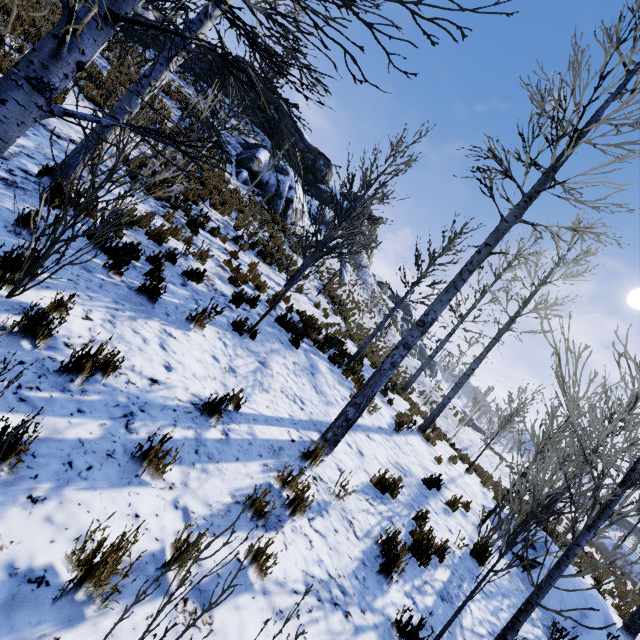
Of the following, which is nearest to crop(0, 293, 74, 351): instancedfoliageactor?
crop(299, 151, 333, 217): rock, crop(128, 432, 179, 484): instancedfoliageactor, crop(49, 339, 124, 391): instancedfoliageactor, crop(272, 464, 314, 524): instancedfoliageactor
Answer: crop(49, 339, 124, 391): instancedfoliageactor

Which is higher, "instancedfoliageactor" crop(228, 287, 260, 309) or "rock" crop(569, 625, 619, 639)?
"instancedfoliageactor" crop(228, 287, 260, 309)

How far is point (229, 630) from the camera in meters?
2.1

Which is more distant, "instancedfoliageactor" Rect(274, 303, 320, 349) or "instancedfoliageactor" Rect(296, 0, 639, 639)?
"instancedfoliageactor" Rect(274, 303, 320, 349)

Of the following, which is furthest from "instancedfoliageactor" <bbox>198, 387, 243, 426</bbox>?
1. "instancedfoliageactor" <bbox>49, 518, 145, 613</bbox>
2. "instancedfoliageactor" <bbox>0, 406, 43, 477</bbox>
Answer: "instancedfoliageactor" <bbox>0, 406, 43, 477</bbox>

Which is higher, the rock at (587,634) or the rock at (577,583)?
the rock at (577,583)

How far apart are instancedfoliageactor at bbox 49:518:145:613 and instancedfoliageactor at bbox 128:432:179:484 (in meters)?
0.63

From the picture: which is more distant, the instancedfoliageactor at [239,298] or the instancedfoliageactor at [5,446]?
the instancedfoliageactor at [239,298]
